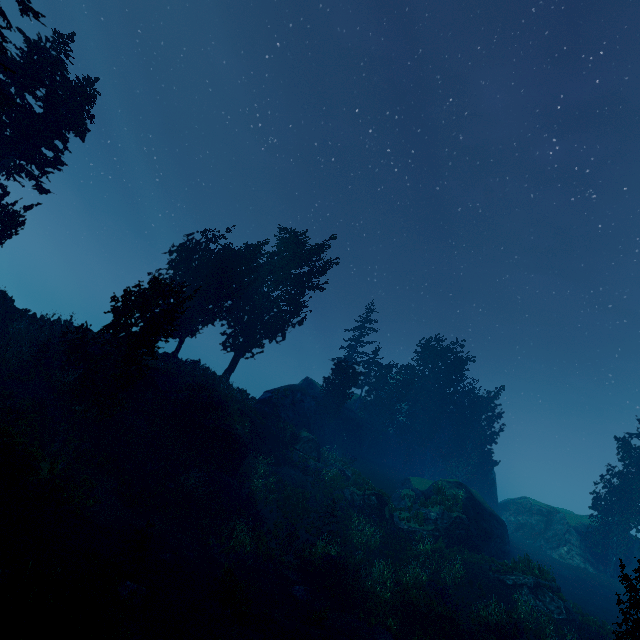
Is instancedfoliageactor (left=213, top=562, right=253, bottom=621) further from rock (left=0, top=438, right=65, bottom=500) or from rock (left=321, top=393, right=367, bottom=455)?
rock (left=0, top=438, right=65, bottom=500)

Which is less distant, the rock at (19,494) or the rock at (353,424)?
the rock at (19,494)

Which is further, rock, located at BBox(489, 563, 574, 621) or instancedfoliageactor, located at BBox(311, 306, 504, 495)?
instancedfoliageactor, located at BBox(311, 306, 504, 495)

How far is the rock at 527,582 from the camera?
20.0m

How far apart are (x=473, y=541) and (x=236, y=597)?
22.1m

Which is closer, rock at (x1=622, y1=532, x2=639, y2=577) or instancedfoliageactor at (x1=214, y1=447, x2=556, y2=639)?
instancedfoliageactor at (x1=214, y1=447, x2=556, y2=639)

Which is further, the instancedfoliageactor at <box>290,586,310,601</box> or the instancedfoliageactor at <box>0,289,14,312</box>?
the instancedfoliageactor at <box>0,289,14,312</box>

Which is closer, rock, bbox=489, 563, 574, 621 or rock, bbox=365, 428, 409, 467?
rock, bbox=489, 563, 574, 621
